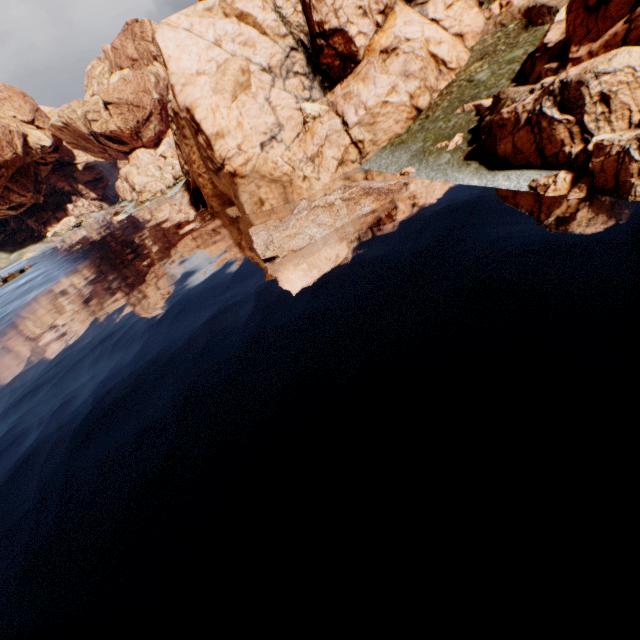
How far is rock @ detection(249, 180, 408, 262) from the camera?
23.7m

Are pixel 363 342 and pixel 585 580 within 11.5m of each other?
yes

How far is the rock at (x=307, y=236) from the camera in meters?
23.7

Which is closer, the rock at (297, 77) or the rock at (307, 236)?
the rock at (297, 77)

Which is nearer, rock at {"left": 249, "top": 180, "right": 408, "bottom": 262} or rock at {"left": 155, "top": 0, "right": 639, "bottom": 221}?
rock at {"left": 155, "top": 0, "right": 639, "bottom": 221}
